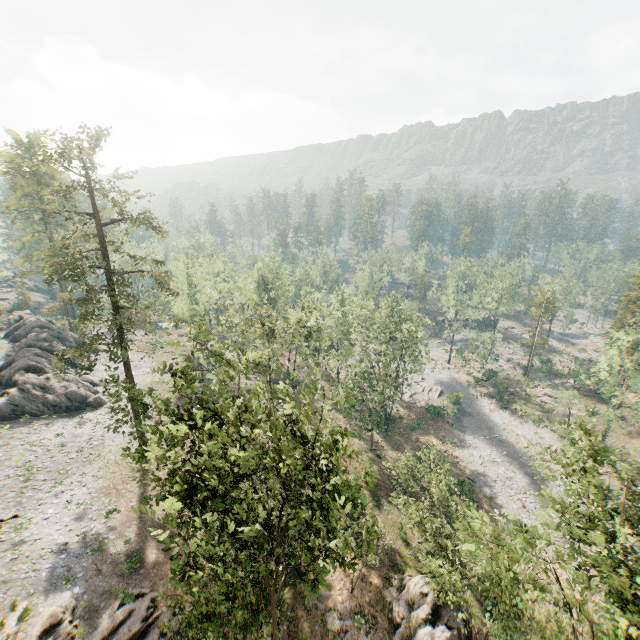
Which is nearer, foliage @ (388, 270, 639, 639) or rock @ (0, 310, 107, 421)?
foliage @ (388, 270, 639, 639)

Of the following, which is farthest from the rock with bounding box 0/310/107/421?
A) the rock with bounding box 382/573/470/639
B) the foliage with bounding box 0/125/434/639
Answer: the rock with bounding box 382/573/470/639

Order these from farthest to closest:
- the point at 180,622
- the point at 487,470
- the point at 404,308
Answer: the point at 404,308 → the point at 487,470 → the point at 180,622

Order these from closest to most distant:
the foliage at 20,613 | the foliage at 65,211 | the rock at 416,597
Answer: the foliage at 20,613
the foliage at 65,211
the rock at 416,597

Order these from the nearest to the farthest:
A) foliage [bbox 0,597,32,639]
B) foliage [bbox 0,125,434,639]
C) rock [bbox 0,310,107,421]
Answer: foliage [bbox 0,597,32,639] < foliage [bbox 0,125,434,639] < rock [bbox 0,310,107,421]

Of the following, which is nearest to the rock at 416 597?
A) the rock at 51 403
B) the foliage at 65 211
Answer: the foliage at 65 211

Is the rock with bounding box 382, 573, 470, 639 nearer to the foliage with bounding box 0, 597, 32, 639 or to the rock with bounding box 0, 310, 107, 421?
the foliage with bounding box 0, 597, 32, 639
